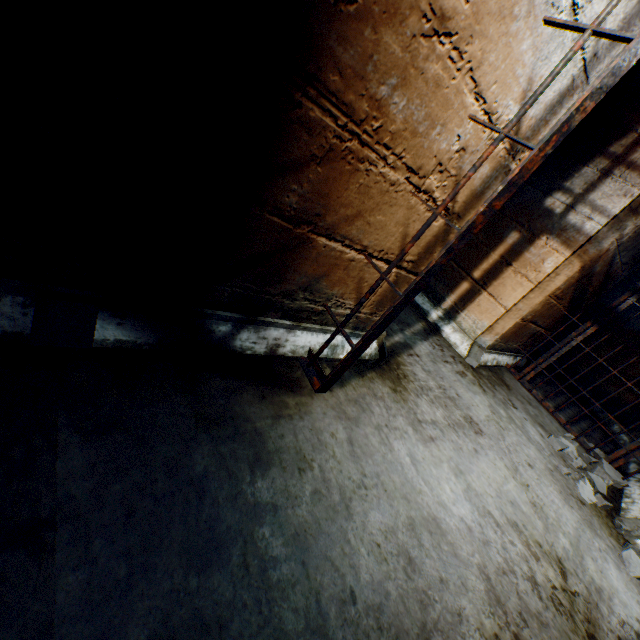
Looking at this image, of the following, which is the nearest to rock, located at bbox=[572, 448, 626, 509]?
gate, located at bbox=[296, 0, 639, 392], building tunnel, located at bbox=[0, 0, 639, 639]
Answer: building tunnel, located at bbox=[0, 0, 639, 639]

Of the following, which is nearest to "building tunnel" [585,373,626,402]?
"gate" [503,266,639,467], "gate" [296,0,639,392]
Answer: "gate" [503,266,639,467]

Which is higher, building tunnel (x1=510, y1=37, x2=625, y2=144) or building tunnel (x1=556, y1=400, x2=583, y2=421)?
building tunnel (x1=510, y1=37, x2=625, y2=144)

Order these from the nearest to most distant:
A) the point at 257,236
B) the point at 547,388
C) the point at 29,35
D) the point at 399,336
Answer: the point at 29,35 < the point at 257,236 < the point at 399,336 < the point at 547,388

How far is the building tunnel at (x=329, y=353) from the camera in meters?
1.7

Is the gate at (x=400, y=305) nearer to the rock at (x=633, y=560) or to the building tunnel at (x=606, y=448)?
the building tunnel at (x=606, y=448)

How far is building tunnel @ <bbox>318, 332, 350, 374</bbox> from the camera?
1.7m

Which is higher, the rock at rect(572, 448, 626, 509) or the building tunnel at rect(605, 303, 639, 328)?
the building tunnel at rect(605, 303, 639, 328)
